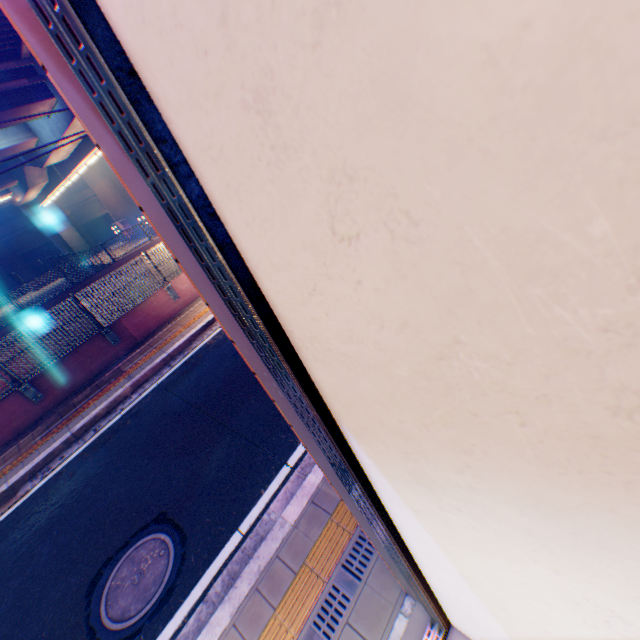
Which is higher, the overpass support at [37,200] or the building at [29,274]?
the overpass support at [37,200]

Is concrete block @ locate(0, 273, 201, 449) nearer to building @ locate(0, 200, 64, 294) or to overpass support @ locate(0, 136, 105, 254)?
overpass support @ locate(0, 136, 105, 254)

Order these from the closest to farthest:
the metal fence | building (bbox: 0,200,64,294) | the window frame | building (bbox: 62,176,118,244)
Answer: the window frame < the metal fence < building (bbox: 0,200,64,294) < building (bbox: 62,176,118,244)

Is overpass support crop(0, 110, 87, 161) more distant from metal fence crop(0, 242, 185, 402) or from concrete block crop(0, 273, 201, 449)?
concrete block crop(0, 273, 201, 449)

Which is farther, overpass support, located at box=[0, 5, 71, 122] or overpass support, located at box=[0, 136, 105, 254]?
overpass support, located at box=[0, 136, 105, 254]

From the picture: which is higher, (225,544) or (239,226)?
(239,226)

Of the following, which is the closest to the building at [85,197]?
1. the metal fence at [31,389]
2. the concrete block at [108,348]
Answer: the metal fence at [31,389]

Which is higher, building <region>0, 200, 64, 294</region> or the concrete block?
building <region>0, 200, 64, 294</region>
